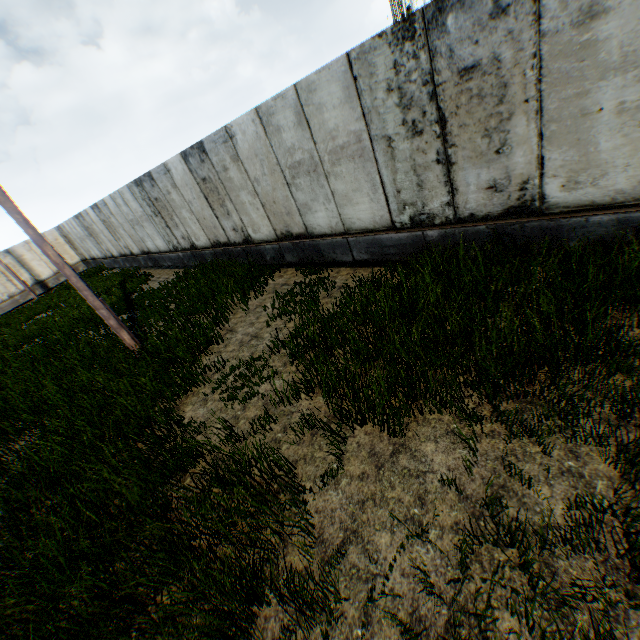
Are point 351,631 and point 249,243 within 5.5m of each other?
no
